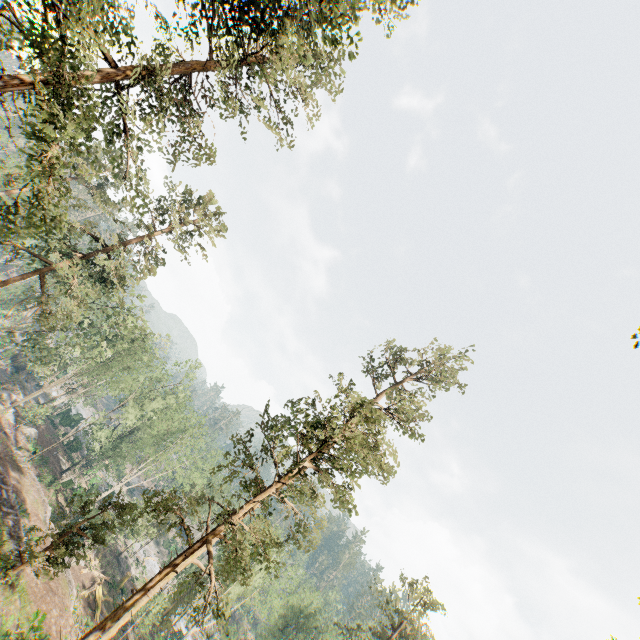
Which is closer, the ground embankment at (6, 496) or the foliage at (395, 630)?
the ground embankment at (6, 496)

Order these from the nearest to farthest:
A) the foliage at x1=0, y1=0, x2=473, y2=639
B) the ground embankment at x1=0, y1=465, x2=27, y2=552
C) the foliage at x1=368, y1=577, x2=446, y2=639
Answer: the foliage at x1=0, y1=0, x2=473, y2=639 → the ground embankment at x1=0, y1=465, x2=27, y2=552 → the foliage at x1=368, y1=577, x2=446, y2=639

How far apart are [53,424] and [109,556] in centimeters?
2449cm

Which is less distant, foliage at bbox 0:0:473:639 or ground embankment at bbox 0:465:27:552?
foliage at bbox 0:0:473:639

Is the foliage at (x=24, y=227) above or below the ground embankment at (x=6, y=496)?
above

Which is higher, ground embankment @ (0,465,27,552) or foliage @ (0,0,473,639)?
foliage @ (0,0,473,639)
